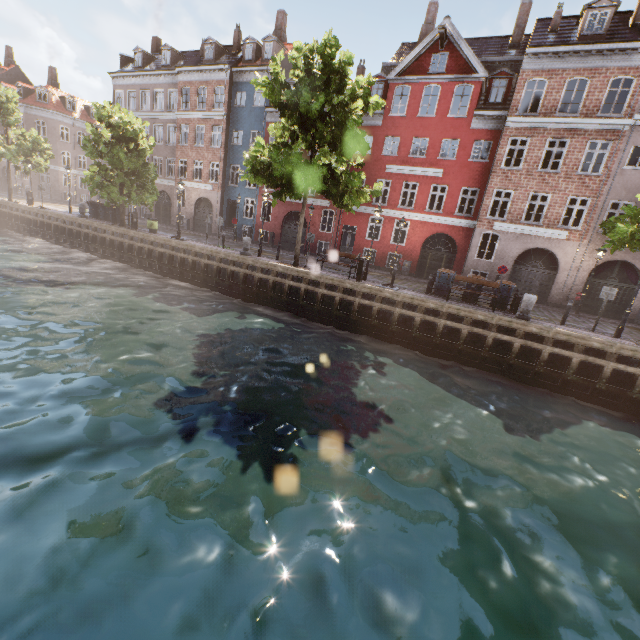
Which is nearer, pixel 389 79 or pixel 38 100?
pixel 389 79

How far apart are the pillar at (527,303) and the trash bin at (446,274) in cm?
328

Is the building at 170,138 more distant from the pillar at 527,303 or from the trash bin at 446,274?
the pillar at 527,303

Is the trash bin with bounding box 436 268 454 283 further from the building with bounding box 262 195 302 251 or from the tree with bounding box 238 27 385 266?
the building with bounding box 262 195 302 251

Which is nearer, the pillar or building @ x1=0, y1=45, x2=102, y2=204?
the pillar

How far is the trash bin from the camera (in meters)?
15.98

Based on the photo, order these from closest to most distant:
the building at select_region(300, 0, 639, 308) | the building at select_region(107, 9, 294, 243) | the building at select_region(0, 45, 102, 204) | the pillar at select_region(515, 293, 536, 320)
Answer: the pillar at select_region(515, 293, 536, 320), the building at select_region(300, 0, 639, 308), the building at select_region(107, 9, 294, 243), the building at select_region(0, 45, 102, 204)
